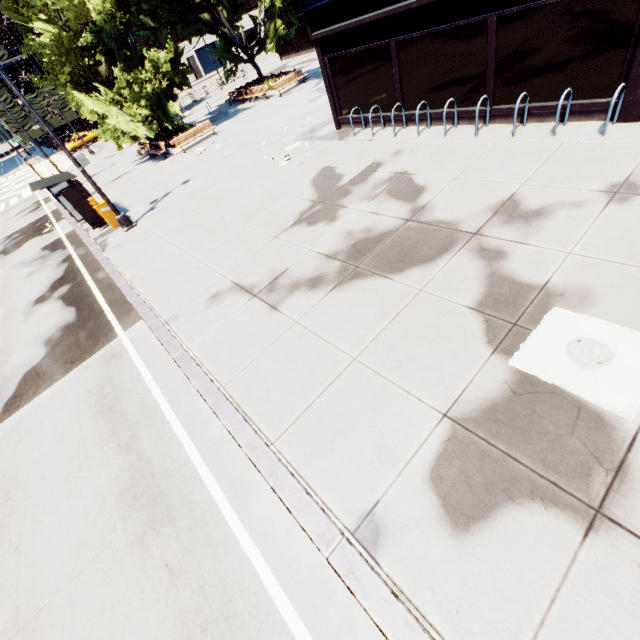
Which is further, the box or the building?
the box

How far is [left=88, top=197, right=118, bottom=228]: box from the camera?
14.0m

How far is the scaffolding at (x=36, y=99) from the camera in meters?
49.2 m

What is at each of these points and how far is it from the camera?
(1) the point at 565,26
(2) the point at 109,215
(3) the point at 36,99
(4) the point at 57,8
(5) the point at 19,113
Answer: (1) building, 7.47m
(2) box, 14.38m
(3) scaffolding, 49.50m
(4) tree, 19.72m
(5) scaffolding, 48.91m

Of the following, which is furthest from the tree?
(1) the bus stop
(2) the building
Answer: (2) the building

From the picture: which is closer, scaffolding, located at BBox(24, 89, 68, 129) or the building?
the building

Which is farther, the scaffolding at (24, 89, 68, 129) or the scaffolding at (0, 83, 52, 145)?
the scaffolding at (24, 89, 68, 129)

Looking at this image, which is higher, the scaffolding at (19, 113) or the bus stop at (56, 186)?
the scaffolding at (19, 113)
